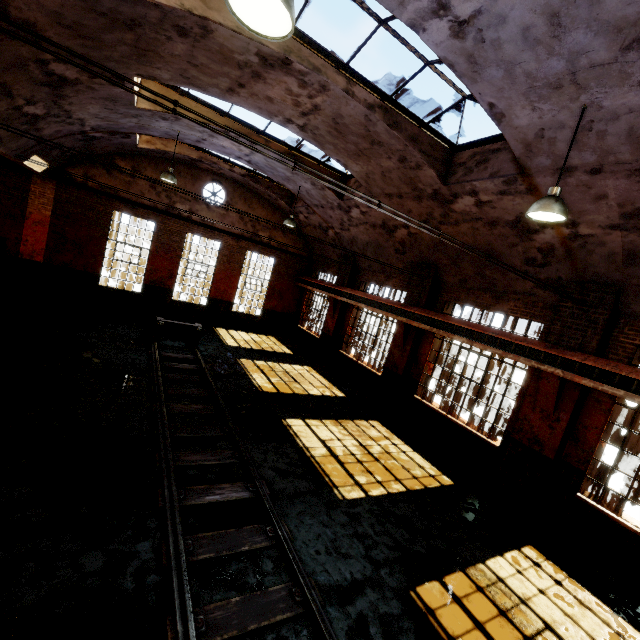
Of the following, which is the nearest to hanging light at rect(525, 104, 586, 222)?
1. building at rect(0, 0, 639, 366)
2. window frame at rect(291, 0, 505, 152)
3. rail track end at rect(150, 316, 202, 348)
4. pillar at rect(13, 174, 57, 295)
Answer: building at rect(0, 0, 639, 366)

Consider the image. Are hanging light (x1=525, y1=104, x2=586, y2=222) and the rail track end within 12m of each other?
yes

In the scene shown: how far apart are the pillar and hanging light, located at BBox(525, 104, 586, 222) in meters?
16.9

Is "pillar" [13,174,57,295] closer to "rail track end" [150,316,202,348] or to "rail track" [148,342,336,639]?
"rail track end" [150,316,202,348]

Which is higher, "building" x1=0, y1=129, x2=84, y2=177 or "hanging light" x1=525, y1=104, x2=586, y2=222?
"hanging light" x1=525, y1=104, x2=586, y2=222

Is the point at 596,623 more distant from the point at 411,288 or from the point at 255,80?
the point at 255,80

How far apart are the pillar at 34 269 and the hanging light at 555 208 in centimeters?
1694cm

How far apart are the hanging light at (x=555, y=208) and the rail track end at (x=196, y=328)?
10.9 meters
